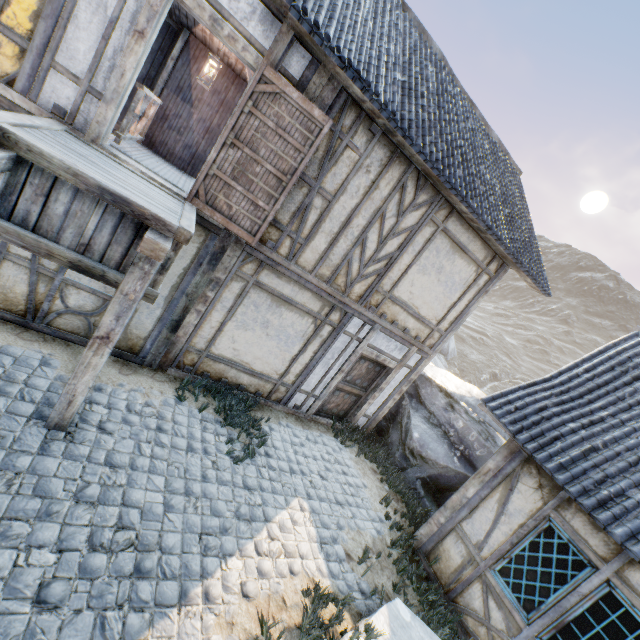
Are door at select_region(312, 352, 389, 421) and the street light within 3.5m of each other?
no

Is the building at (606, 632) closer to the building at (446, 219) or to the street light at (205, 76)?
the building at (446, 219)

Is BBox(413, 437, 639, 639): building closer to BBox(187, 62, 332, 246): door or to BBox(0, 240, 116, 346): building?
BBox(0, 240, 116, 346): building

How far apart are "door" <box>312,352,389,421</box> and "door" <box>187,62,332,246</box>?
3.6m

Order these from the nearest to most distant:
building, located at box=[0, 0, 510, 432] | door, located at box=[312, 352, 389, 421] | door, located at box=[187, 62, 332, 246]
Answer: building, located at box=[0, 0, 510, 432] < door, located at box=[187, 62, 332, 246] < door, located at box=[312, 352, 389, 421]

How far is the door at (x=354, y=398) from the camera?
7.8 meters

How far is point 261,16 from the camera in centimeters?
427cm

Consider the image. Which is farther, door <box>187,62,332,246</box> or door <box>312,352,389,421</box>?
door <box>312,352,389,421</box>
